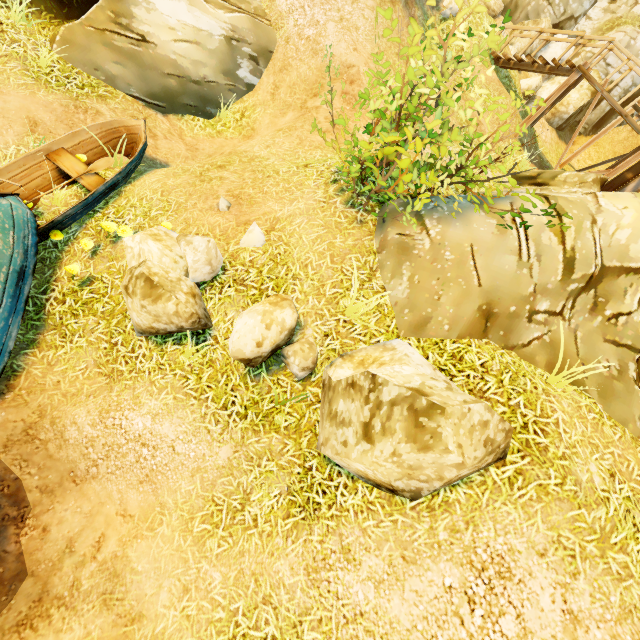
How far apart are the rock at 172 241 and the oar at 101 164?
2.09m

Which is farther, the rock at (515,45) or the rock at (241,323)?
the rock at (515,45)

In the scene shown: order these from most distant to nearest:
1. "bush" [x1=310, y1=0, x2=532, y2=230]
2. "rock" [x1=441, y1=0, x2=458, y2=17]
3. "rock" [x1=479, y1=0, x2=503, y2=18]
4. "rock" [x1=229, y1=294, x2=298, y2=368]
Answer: "rock" [x1=479, y1=0, x2=503, y2=18] < "rock" [x1=441, y1=0, x2=458, y2=17] < "rock" [x1=229, y1=294, x2=298, y2=368] < "bush" [x1=310, y1=0, x2=532, y2=230]

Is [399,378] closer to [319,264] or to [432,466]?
[432,466]

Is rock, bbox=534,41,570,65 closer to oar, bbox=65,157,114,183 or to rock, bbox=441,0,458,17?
rock, bbox=441,0,458,17

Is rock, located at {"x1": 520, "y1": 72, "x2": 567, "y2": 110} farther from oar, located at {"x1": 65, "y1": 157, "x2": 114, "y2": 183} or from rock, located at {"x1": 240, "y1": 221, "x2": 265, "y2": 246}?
oar, located at {"x1": 65, "y1": 157, "x2": 114, "y2": 183}

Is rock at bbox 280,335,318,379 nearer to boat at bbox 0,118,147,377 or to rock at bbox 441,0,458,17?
boat at bbox 0,118,147,377

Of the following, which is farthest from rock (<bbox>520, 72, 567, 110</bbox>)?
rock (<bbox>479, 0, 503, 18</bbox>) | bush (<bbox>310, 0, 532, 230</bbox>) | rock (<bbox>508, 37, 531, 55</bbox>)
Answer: bush (<bbox>310, 0, 532, 230</bbox>)
